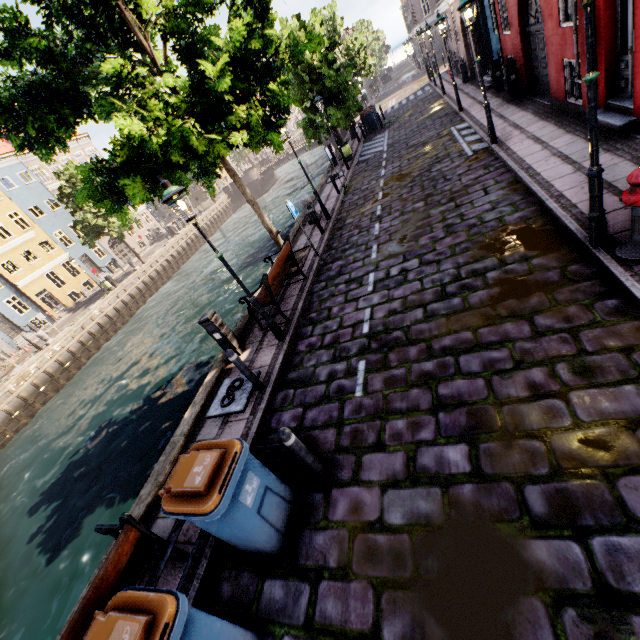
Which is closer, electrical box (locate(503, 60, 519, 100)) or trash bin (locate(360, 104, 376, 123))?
electrical box (locate(503, 60, 519, 100))

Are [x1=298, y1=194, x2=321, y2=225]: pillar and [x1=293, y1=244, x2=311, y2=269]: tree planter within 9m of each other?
yes

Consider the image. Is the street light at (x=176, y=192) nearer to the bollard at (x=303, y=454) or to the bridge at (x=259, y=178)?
the bollard at (x=303, y=454)

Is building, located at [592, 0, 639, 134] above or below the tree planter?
above

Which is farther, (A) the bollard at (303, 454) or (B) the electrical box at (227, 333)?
(B) the electrical box at (227, 333)

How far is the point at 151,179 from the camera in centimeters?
812cm

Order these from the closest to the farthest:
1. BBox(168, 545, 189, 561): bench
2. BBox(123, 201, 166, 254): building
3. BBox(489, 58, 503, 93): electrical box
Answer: BBox(168, 545, 189, 561): bench, BBox(489, 58, 503, 93): electrical box, BBox(123, 201, 166, 254): building

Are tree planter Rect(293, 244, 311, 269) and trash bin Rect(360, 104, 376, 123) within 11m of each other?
no
